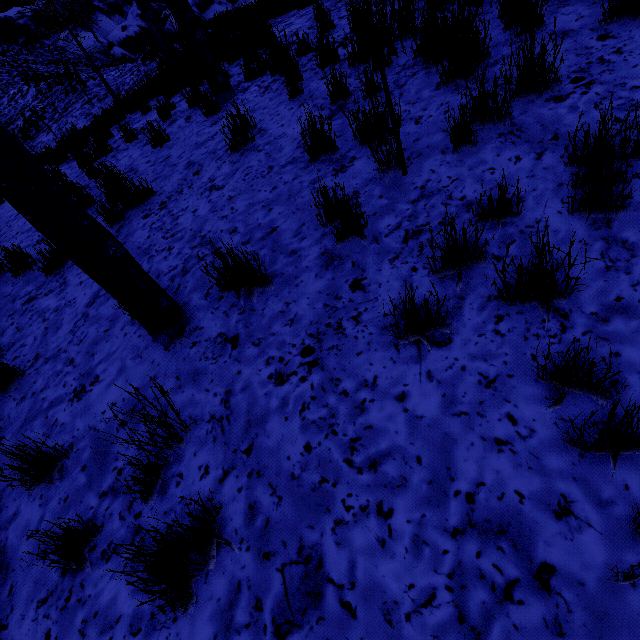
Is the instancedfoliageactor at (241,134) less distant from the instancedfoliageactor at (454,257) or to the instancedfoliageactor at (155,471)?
the instancedfoliageactor at (454,257)

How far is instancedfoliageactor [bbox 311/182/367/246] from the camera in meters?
2.4 m

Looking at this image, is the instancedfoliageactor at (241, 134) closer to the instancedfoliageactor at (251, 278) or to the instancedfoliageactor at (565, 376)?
the instancedfoliageactor at (251, 278)

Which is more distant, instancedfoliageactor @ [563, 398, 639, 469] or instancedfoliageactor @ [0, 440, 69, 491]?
instancedfoliageactor @ [0, 440, 69, 491]

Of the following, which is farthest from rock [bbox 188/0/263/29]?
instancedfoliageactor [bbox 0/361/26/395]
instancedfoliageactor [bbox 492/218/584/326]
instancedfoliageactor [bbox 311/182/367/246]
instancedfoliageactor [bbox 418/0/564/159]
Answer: instancedfoliageactor [bbox 492/218/584/326]

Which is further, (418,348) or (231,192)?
(231,192)

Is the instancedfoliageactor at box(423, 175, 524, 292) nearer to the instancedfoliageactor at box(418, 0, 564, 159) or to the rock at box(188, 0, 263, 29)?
the instancedfoliageactor at box(418, 0, 564, 159)

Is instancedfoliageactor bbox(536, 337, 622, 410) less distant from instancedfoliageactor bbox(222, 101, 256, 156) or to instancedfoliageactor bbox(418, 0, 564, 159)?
instancedfoliageactor bbox(418, 0, 564, 159)
